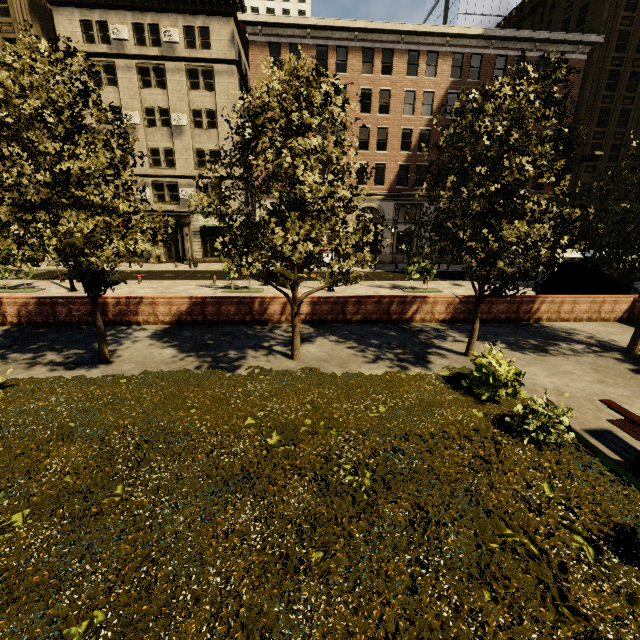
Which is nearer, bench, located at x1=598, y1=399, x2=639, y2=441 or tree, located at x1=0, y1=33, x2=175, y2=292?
bench, located at x1=598, y1=399, x2=639, y2=441

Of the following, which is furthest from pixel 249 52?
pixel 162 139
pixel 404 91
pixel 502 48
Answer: pixel 502 48

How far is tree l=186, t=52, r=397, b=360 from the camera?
7.0m

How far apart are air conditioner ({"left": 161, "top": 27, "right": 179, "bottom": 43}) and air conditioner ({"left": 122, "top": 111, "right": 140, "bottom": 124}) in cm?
576

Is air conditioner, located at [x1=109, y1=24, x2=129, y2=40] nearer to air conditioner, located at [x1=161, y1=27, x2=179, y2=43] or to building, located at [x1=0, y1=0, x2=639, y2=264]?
building, located at [x1=0, y1=0, x2=639, y2=264]

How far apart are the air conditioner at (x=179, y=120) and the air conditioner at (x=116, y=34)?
5.7 meters

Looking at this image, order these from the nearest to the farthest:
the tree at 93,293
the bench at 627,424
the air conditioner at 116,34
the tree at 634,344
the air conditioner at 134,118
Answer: the bench at 627,424 → the tree at 93,293 → the tree at 634,344 → the air conditioner at 116,34 → the air conditioner at 134,118

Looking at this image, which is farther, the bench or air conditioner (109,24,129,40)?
air conditioner (109,24,129,40)
